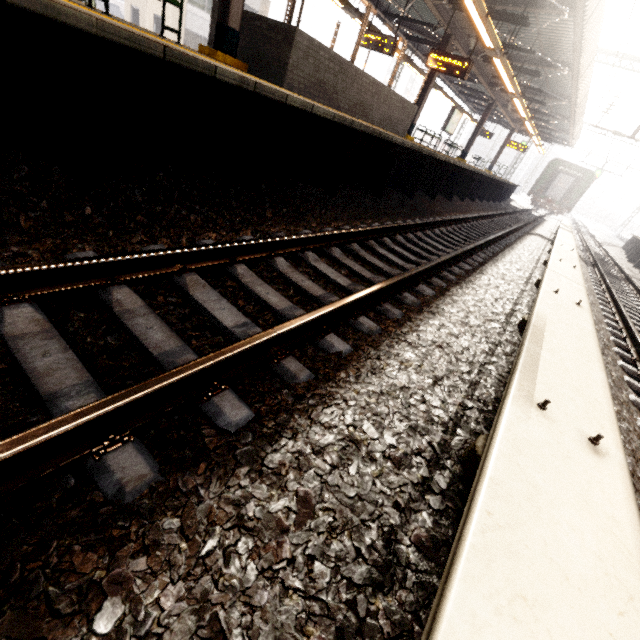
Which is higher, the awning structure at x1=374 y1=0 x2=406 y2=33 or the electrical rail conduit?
the awning structure at x1=374 y1=0 x2=406 y2=33

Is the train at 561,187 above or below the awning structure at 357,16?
below

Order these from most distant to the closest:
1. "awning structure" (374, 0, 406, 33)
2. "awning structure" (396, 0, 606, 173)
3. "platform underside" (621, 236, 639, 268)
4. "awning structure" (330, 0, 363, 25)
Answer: "platform underside" (621, 236, 639, 268) < "awning structure" (374, 0, 406, 33) < "awning structure" (330, 0, 363, 25) < "awning structure" (396, 0, 606, 173)

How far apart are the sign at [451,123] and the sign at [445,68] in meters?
6.0 m

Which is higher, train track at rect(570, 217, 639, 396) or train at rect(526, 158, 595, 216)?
train at rect(526, 158, 595, 216)

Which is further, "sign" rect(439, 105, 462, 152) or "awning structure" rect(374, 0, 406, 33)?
"sign" rect(439, 105, 462, 152)

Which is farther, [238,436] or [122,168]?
[122,168]

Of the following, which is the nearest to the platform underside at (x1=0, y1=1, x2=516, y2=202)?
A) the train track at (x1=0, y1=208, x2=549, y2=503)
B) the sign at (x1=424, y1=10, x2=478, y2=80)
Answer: the train track at (x1=0, y1=208, x2=549, y2=503)
